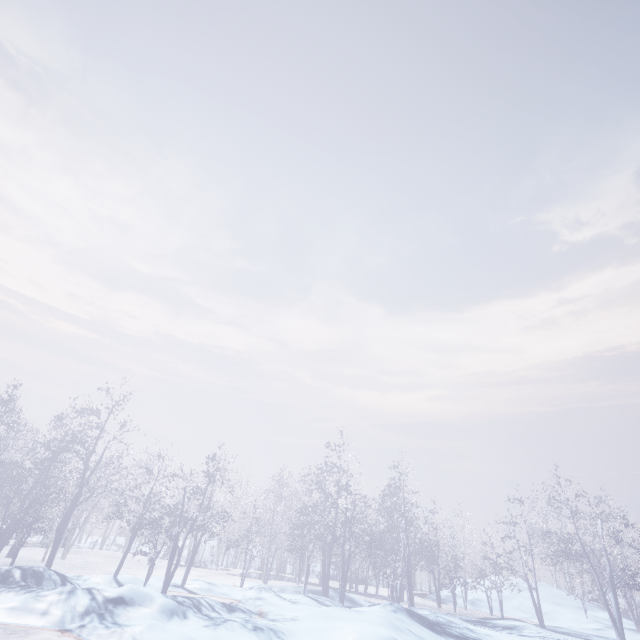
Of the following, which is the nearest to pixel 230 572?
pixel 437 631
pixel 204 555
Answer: pixel 204 555
